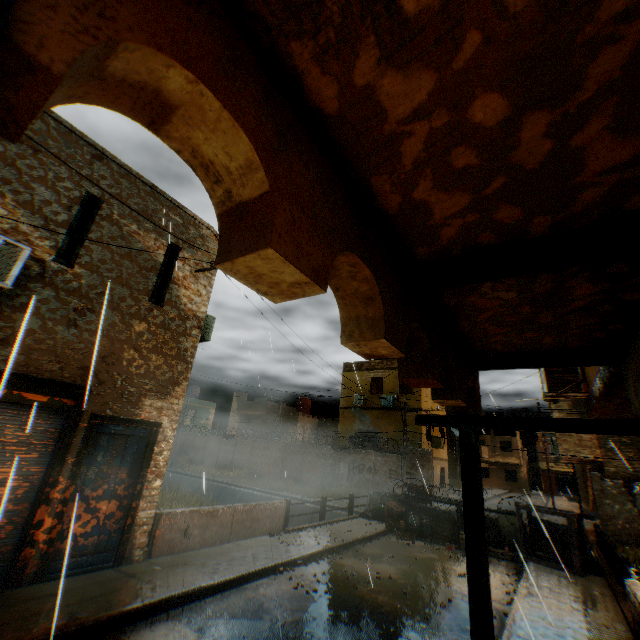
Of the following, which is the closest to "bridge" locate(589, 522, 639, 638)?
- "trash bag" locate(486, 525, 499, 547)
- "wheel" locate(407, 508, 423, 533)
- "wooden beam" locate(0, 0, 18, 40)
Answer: "trash bag" locate(486, 525, 499, 547)

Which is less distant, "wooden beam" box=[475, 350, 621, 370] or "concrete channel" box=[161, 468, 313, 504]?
"wooden beam" box=[475, 350, 621, 370]

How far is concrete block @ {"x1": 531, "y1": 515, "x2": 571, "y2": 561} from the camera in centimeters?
1086cm

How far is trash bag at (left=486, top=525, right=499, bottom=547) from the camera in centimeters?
1202cm

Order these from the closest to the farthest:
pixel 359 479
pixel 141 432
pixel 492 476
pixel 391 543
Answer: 1. pixel 141 432
2. pixel 391 543
3. pixel 359 479
4. pixel 492 476

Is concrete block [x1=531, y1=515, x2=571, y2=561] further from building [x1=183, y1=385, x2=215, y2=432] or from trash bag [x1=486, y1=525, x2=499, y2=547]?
building [x1=183, y1=385, x2=215, y2=432]

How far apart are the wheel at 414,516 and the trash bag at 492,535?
1.2m

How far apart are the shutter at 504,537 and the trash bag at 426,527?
2.4 meters
